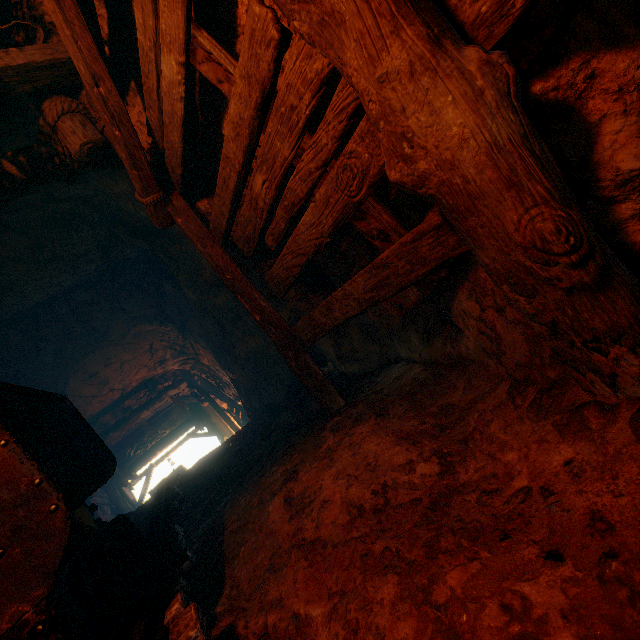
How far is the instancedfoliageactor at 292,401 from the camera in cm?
464

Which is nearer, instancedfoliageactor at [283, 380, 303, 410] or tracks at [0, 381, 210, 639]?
tracks at [0, 381, 210, 639]

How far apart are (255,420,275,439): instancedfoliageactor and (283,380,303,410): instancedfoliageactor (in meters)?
0.51

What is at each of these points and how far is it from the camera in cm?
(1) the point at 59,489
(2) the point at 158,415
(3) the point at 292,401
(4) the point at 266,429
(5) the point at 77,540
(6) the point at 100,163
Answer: (1) tracks, 139
(2) z, 1243
(3) instancedfoliageactor, 470
(4) instancedfoliageactor, 475
(5) burlap sack, 176
(6) burlap sack, 342

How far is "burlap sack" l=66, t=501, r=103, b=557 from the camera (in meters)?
1.76

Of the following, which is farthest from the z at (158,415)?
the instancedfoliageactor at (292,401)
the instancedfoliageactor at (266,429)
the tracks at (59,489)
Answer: the instancedfoliageactor at (266,429)

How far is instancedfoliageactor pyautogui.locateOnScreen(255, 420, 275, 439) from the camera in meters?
4.7 m

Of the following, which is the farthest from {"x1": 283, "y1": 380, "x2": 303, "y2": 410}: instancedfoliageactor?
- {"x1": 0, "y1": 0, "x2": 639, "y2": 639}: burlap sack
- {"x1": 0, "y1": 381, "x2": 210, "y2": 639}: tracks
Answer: {"x1": 0, "y1": 381, "x2": 210, "y2": 639}: tracks
